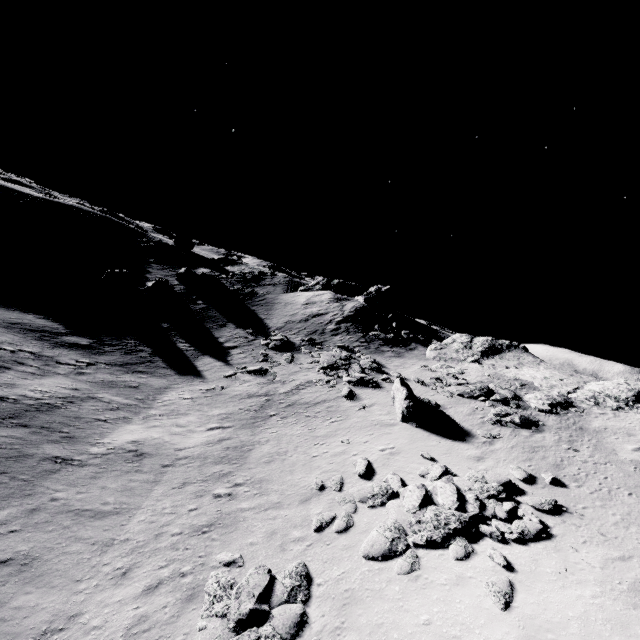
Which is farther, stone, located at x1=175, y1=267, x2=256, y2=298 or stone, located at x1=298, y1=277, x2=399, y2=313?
stone, located at x1=175, y1=267, x2=256, y2=298

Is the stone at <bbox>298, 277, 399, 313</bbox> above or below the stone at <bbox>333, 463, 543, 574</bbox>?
above

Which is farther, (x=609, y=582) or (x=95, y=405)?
(x=95, y=405)

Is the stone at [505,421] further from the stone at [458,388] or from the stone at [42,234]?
the stone at [42,234]

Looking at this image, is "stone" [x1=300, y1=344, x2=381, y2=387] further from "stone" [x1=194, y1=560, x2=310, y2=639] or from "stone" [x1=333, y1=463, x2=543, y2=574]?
"stone" [x1=194, y1=560, x2=310, y2=639]

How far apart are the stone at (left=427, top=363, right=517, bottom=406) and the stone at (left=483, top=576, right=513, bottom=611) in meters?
13.5 m

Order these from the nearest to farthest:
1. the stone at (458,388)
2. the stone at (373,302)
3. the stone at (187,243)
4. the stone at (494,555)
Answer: the stone at (494,555)
the stone at (458,388)
the stone at (373,302)
the stone at (187,243)

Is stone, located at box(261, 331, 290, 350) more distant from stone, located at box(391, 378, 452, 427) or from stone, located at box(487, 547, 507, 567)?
stone, located at box(487, 547, 507, 567)
